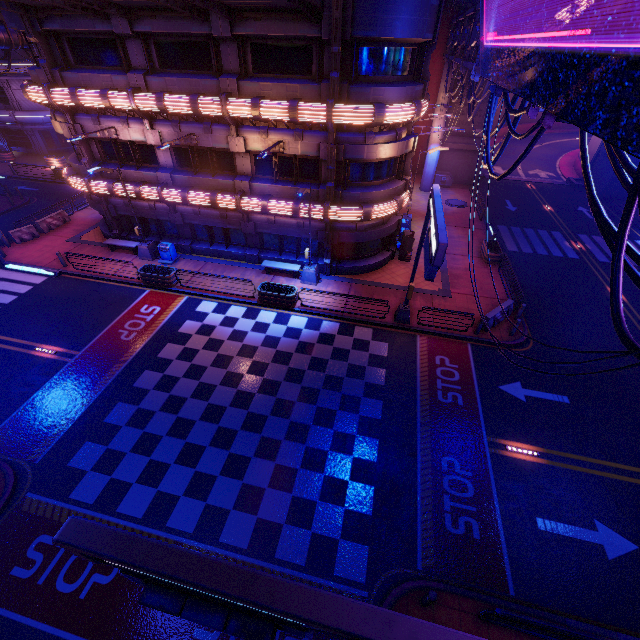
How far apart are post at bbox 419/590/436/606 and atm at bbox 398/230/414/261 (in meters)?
18.16

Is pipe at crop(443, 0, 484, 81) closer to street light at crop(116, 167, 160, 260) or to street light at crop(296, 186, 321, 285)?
street light at crop(296, 186, 321, 285)

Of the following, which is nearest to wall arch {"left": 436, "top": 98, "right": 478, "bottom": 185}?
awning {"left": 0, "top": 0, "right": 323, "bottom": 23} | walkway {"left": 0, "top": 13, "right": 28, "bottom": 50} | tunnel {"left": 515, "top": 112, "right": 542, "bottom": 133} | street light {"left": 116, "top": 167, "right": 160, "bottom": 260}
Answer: tunnel {"left": 515, "top": 112, "right": 542, "bottom": 133}

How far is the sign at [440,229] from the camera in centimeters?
958cm

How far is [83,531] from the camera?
3.7m

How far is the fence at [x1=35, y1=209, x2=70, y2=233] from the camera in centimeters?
2430cm

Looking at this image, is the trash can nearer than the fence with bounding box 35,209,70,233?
Yes

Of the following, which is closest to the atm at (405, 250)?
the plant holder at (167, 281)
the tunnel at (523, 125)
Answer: the plant holder at (167, 281)
